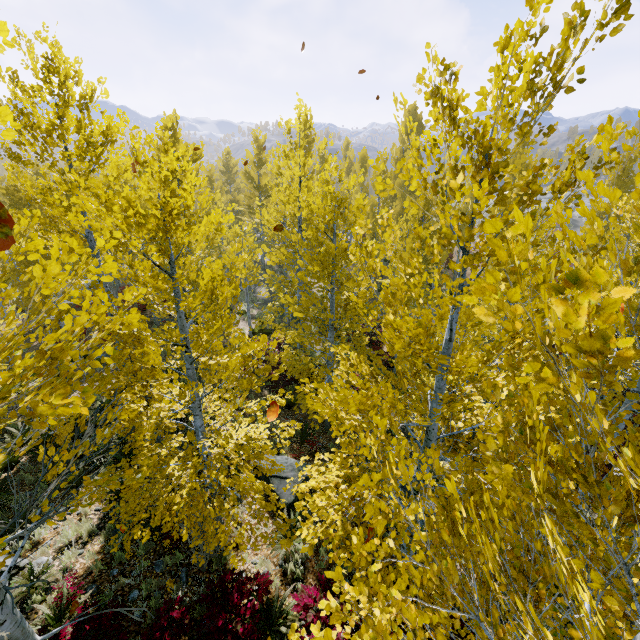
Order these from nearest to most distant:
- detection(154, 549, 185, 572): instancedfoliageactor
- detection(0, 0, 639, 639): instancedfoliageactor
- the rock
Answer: detection(0, 0, 639, 639): instancedfoliageactor < detection(154, 549, 185, 572): instancedfoliageactor < the rock

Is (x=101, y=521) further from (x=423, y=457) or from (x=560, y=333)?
(x=560, y=333)

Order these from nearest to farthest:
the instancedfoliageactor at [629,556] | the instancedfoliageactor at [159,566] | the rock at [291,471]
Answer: the instancedfoliageactor at [629,556] → the instancedfoliageactor at [159,566] → the rock at [291,471]

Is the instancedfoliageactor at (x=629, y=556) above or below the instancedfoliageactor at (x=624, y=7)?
below

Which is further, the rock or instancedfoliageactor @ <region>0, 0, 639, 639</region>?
the rock

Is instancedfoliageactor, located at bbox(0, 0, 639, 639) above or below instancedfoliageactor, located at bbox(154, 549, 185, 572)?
above

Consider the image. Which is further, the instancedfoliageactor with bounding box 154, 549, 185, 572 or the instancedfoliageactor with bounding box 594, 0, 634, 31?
the instancedfoliageactor with bounding box 154, 549, 185, 572
